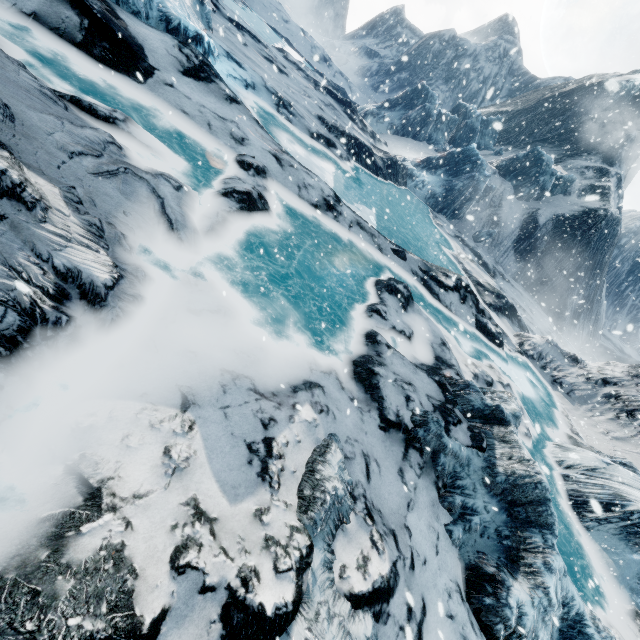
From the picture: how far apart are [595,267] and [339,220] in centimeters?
3648cm
